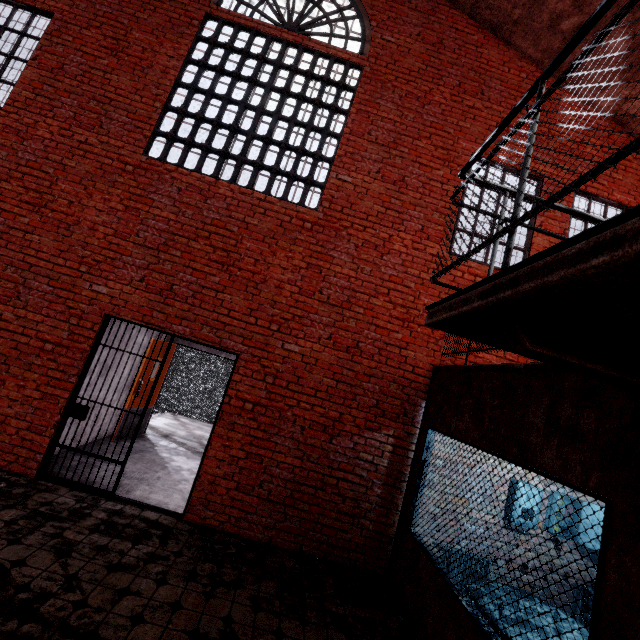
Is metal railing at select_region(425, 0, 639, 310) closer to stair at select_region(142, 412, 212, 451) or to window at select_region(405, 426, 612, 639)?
window at select_region(405, 426, 612, 639)

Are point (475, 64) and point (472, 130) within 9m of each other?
yes

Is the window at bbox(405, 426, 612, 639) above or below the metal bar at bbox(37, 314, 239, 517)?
below

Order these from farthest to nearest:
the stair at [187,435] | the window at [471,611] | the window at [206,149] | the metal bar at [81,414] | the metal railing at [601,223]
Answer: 1. the stair at [187,435]
2. the window at [206,149]
3. the metal bar at [81,414]
4. the window at [471,611]
5. the metal railing at [601,223]

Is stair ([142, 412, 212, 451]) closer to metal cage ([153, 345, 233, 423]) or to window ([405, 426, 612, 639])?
metal cage ([153, 345, 233, 423])

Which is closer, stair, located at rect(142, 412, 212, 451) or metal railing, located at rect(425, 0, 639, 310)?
metal railing, located at rect(425, 0, 639, 310)

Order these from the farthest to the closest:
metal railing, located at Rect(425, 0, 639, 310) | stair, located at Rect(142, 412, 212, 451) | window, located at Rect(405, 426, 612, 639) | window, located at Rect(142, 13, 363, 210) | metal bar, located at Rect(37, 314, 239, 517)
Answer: stair, located at Rect(142, 412, 212, 451)
window, located at Rect(142, 13, 363, 210)
metal bar, located at Rect(37, 314, 239, 517)
window, located at Rect(405, 426, 612, 639)
metal railing, located at Rect(425, 0, 639, 310)

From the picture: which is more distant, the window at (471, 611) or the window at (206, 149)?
the window at (206, 149)
